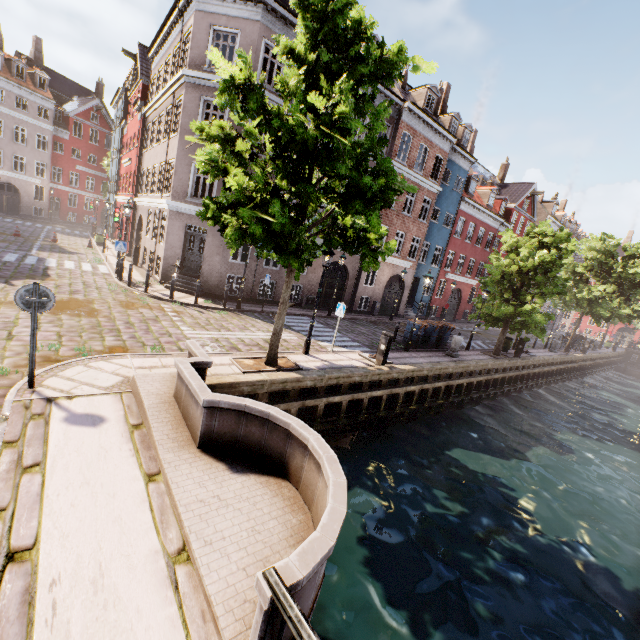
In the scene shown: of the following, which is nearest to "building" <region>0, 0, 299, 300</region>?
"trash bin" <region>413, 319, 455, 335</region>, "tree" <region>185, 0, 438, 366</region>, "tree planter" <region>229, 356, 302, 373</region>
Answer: "tree" <region>185, 0, 438, 366</region>

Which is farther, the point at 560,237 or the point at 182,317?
the point at 560,237

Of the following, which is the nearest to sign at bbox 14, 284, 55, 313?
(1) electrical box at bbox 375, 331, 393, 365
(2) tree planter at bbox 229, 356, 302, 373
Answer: (2) tree planter at bbox 229, 356, 302, 373

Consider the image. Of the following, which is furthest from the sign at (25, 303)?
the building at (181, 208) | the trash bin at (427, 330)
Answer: the trash bin at (427, 330)

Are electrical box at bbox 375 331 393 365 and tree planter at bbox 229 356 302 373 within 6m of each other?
yes

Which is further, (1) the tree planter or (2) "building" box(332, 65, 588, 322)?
(2) "building" box(332, 65, 588, 322)

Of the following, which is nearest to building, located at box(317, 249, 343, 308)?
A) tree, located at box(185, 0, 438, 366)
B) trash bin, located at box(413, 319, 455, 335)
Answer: tree, located at box(185, 0, 438, 366)

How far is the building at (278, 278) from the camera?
17.9 meters
